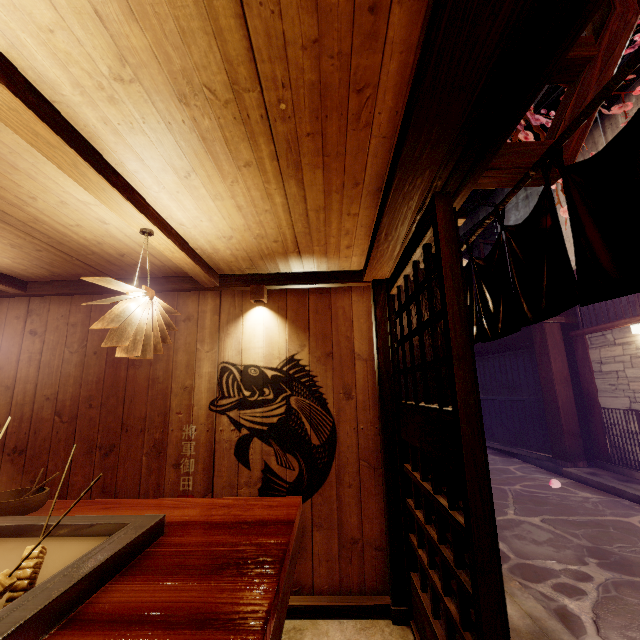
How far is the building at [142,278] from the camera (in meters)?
4.84

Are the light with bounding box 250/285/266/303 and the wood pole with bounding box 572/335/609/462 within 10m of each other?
no

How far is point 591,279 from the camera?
2.07m

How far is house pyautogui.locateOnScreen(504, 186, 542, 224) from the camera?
17.11m

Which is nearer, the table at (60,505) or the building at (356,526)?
the building at (356,526)

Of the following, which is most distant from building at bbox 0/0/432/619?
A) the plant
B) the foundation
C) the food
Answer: the foundation

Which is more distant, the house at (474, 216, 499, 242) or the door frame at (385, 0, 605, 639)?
the house at (474, 216, 499, 242)

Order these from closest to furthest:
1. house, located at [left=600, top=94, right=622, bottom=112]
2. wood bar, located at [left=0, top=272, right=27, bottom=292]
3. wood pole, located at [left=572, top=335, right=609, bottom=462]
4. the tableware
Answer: the tableware
wood bar, located at [left=0, top=272, right=27, bottom=292]
house, located at [left=600, top=94, right=622, bottom=112]
wood pole, located at [left=572, top=335, right=609, bottom=462]
